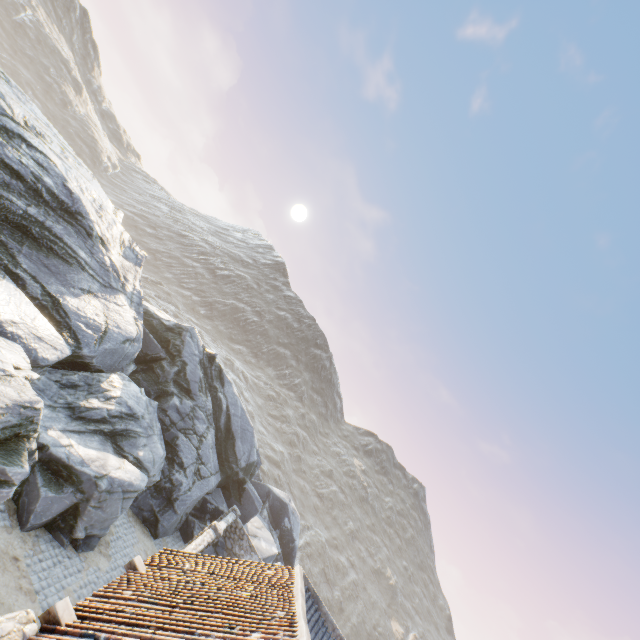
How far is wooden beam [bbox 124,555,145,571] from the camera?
7.95m

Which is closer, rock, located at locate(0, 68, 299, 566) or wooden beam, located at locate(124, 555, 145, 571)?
wooden beam, located at locate(124, 555, 145, 571)

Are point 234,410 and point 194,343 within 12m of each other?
yes

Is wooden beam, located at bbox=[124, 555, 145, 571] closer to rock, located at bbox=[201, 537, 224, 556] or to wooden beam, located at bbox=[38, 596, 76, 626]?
wooden beam, located at bbox=[38, 596, 76, 626]

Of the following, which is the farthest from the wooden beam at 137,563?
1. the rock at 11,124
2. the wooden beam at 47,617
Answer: the rock at 11,124

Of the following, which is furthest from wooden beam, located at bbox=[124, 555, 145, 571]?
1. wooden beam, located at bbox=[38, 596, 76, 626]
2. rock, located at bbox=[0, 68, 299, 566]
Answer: rock, located at bbox=[0, 68, 299, 566]

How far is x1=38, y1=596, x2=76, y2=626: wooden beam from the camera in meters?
5.3 m

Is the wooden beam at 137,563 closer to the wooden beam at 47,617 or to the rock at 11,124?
the wooden beam at 47,617
